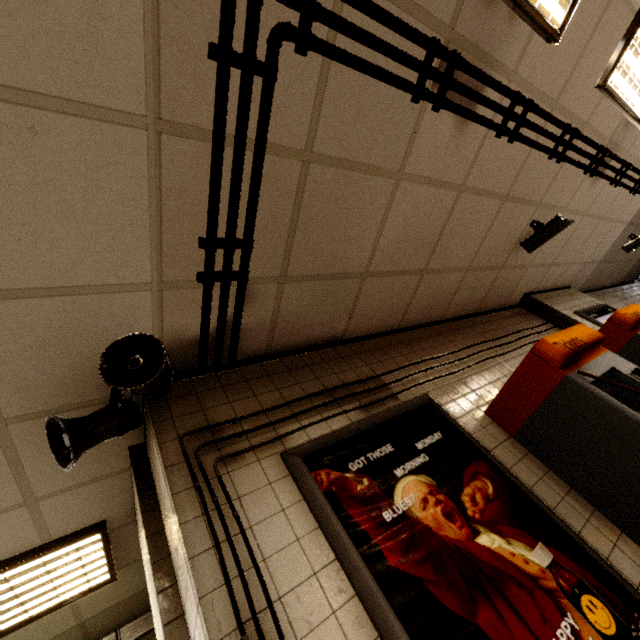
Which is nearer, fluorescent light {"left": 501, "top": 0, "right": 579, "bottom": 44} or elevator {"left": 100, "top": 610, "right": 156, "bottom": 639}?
fluorescent light {"left": 501, "top": 0, "right": 579, "bottom": 44}

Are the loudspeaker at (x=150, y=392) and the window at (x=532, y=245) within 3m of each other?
no

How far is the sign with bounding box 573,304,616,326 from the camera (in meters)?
4.37

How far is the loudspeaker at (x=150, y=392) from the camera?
1.5m

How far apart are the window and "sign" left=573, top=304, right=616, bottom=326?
1.54m

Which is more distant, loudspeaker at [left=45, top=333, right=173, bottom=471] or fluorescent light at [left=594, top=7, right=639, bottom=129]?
fluorescent light at [left=594, top=7, right=639, bottom=129]

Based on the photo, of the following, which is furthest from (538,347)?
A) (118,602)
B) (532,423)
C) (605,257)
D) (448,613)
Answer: (605,257)

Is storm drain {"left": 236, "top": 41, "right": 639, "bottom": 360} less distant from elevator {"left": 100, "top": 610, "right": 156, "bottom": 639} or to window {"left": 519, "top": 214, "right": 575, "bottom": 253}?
window {"left": 519, "top": 214, "right": 575, "bottom": 253}
